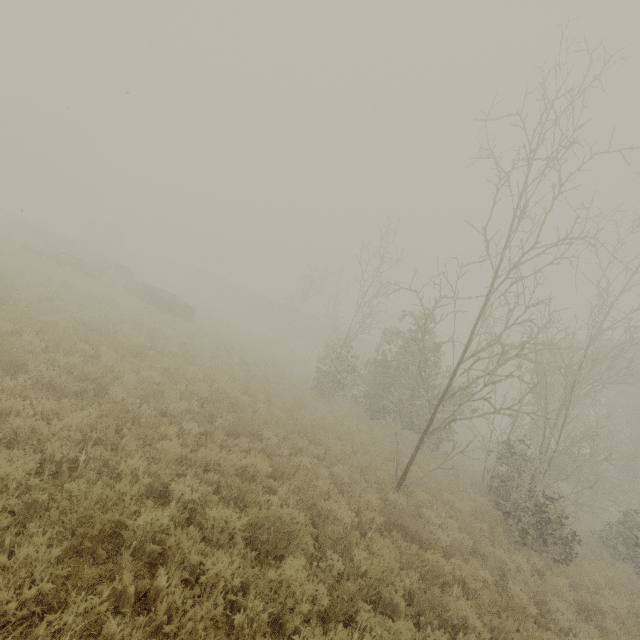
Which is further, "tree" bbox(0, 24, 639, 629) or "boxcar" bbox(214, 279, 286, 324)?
"boxcar" bbox(214, 279, 286, 324)

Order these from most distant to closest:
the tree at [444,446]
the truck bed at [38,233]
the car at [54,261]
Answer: the truck bed at [38,233]
the car at [54,261]
the tree at [444,446]

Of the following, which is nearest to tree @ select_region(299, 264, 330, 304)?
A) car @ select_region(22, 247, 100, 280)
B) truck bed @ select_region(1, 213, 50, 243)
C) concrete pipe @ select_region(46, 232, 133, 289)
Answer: car @ select_region(22, 247, 100, 280)

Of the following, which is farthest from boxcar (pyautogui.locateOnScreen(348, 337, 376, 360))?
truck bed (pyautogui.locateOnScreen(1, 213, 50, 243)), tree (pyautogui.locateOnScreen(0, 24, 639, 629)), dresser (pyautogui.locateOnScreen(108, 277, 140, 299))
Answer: truck bed (pyautogui.locateOnScreen(1, 213, 50, 243))

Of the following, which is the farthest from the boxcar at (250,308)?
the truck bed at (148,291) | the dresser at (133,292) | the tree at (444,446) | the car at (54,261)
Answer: the car at (54,261)

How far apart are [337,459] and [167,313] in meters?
16.8

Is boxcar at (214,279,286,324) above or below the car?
above

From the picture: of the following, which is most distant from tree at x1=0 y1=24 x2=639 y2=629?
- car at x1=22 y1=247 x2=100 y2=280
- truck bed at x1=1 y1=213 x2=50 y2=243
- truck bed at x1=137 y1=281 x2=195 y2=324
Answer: truck bed at x1=1 y1=213 x2=50 y2=243
